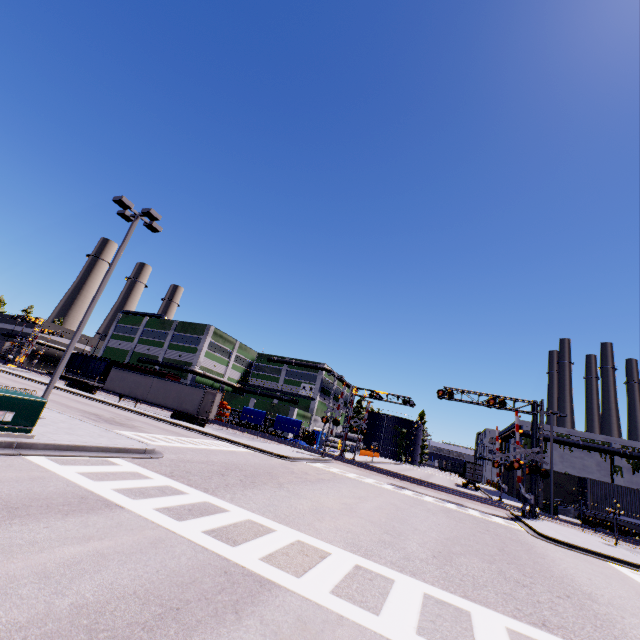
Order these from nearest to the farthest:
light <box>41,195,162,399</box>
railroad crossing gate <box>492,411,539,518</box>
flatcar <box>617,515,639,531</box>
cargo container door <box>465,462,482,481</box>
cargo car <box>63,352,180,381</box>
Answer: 1. light <box>41,195,162,399</box>
2. railroad crossing gate <box>492,411,539,518</box>
3. flatcar <box>617,515,639,531</box>
4. cargo container door <box>465,462,482,481</box>
5. cargo car <box>63,352,180,381</box>

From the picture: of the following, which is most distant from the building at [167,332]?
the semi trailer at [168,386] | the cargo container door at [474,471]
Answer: the cargo container door at [474,471]

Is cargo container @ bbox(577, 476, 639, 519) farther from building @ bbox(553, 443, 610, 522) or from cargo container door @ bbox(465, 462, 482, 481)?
building @ bbox(553, 443, 610, 522)

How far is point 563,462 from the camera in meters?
43.3 m

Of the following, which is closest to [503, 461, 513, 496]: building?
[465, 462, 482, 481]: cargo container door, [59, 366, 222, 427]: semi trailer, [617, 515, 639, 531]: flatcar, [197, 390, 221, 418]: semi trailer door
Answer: [59, 366, 222, 427]: semi trailer

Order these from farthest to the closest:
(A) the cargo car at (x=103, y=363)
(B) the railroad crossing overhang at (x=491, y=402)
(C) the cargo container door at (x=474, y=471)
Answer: (A) the cargo car at (x=103, y=363) → (C) the cargo container door at (x=474, y=471) → (B) the railroad crossing overhang at (x=491, y=402)

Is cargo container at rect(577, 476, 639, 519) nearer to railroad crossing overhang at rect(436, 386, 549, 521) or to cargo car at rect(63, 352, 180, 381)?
railroad crossing overhang at rect(436, 386, 549, 521)

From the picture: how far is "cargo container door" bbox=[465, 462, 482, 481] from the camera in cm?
4550
